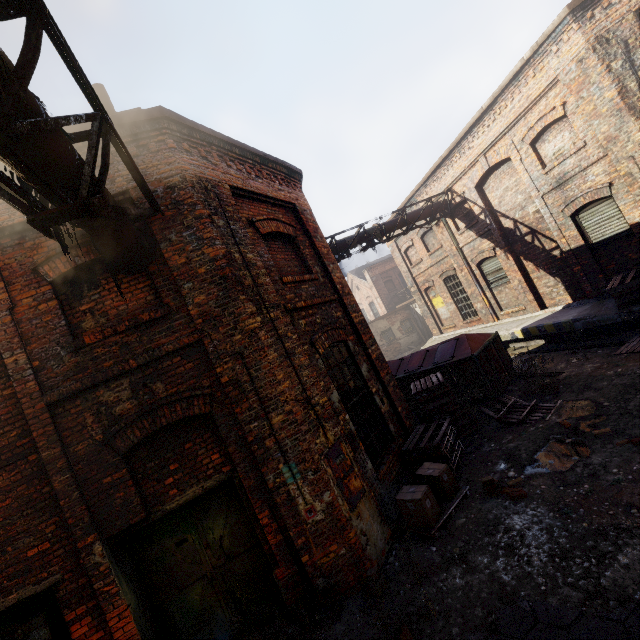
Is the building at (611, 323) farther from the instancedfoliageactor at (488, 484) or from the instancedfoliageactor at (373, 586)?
the instancedfoliageactor at (373, 586)

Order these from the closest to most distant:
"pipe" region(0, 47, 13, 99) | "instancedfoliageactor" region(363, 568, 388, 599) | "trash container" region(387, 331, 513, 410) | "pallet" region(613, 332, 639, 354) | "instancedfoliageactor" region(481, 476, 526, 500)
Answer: "pipe" region(0, 47, 13, 99), "instancedfoliageactor" region(363, 568, 388, 599), "instancedfoliageactor" region(481, 476, 526, 500), "pallet" region(613, 332, 639, 354), "trash container" region(387, 331, 513, 410)

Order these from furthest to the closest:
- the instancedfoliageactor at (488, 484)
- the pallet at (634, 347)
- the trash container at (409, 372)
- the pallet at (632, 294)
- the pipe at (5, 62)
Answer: the trash container at (409, 372)
the pallet at (632, 294)
the pallet at (634, 347)
the instancedfoliageactor at (488, 484)
the pipe at (5, 62)

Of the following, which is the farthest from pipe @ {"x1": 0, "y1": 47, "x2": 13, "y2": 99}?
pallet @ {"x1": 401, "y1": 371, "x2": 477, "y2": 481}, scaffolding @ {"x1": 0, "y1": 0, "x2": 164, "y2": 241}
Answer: pallet @ {"x1": 401, "y1": 371, "x2": 477, "y2": 481}

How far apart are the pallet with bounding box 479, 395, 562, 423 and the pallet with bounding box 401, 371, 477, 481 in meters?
0.5

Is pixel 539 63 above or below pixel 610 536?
above

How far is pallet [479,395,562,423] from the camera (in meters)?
6.98

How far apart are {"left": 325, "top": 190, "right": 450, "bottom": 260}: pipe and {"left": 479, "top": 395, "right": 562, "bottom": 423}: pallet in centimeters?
744cm
